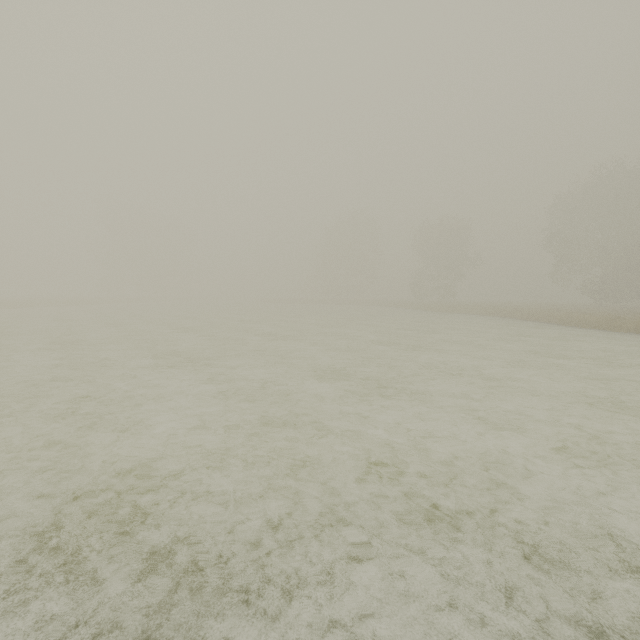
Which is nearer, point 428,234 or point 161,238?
point 428,234
